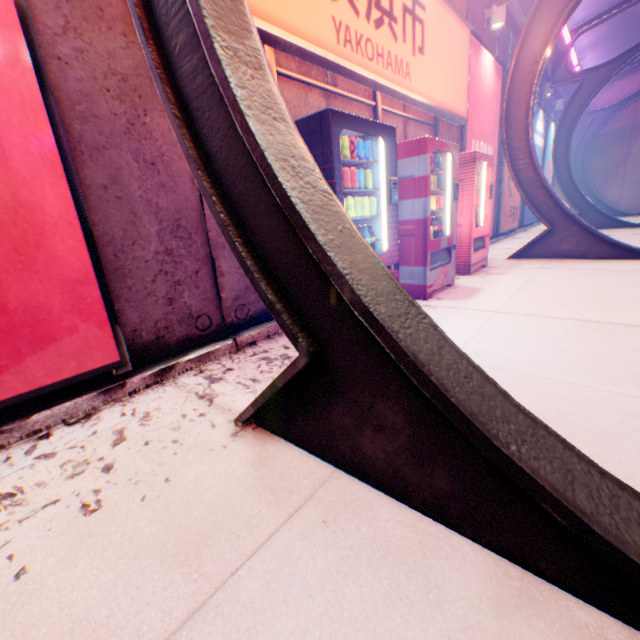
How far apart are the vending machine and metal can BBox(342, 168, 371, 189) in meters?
1.0 m

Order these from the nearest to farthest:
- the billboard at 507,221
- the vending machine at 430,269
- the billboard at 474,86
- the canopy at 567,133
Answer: the vending machine at 430,269, the canopy at 567,133, the billboard at 474,86, the billboard at 507,221

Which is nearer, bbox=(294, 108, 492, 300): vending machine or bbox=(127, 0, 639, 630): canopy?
bbox=(127, 0, 639, 630): canopy

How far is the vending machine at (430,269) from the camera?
2.7 meters

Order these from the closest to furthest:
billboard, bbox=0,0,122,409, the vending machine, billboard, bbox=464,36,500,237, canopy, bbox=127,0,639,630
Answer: canopy, bbox=127,0,639,630 → billboard, bbox=0,0,122,409 → the vending machine → billboard, bbox=464,36,500,237

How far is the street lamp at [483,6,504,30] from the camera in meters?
7.2 m

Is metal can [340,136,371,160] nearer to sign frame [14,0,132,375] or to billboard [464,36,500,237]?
sign frame [14,0,132,375]

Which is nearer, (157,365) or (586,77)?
(157,365)
